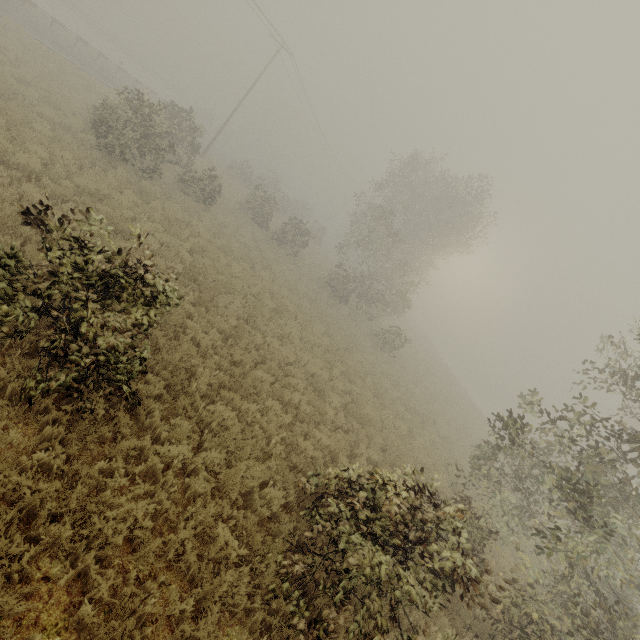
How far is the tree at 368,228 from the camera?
23.7m

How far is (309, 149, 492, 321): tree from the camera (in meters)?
23.72

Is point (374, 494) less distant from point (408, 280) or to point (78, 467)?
point (78, 467)
